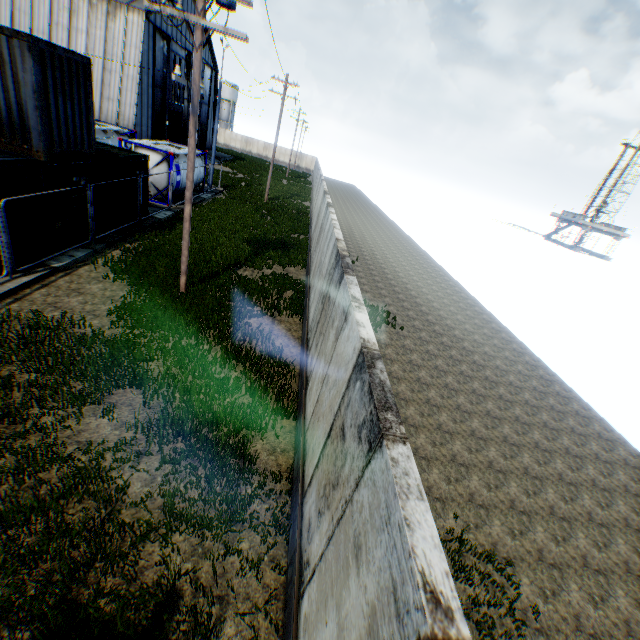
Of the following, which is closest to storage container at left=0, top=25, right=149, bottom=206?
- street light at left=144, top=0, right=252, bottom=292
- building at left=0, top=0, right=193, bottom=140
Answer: street light at left=144, top=0, right=252, bottom=292

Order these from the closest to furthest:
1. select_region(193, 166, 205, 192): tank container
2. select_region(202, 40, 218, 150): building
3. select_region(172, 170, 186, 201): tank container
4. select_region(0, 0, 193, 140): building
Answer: select_region(172, 170, 186, 201): tank container, select_region(193, 166, 205, 192): tank container, select_region(0, 0, 193, 140): building, select_region(202, 40, 218, 150): building

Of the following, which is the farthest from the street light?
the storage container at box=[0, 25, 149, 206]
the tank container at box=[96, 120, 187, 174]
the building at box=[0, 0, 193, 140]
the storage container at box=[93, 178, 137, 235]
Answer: the building at box=[0, 0, 193, 140]

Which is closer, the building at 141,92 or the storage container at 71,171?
the storage container at 71,171

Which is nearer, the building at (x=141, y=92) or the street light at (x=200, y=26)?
the street light at (x=200, y=26)

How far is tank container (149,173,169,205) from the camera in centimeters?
1902cm

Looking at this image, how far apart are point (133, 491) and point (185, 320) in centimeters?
473cm

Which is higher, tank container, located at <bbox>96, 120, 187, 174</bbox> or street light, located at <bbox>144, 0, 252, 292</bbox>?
street light, located at <bbox>144, 0, 252, 292</bbox>
